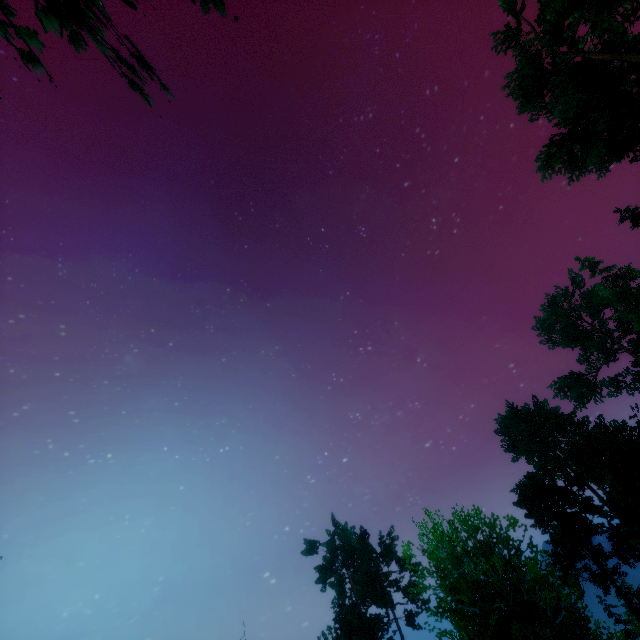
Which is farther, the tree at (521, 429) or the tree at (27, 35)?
the tree at (521, 429)

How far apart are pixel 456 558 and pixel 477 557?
1.4 meters

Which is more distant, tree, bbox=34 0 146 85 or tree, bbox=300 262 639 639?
tree, bbox=300 262 639 639

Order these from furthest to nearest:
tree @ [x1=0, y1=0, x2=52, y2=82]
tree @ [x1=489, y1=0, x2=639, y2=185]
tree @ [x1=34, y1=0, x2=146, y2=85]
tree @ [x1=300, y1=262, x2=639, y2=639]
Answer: tree @ [x1=489, y1=0, x2=639, y2=185] < tree @ [x1=300, y1=262, x2=639, y2=639] < tree @ [x1=0, y1=0, x2=52, y2=82] < tree @ [x1=34, y1=0, x2=146, y2=85]

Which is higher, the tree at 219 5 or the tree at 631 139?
the tree at 631 139

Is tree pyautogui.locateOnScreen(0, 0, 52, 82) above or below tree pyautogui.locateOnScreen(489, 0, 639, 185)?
below
